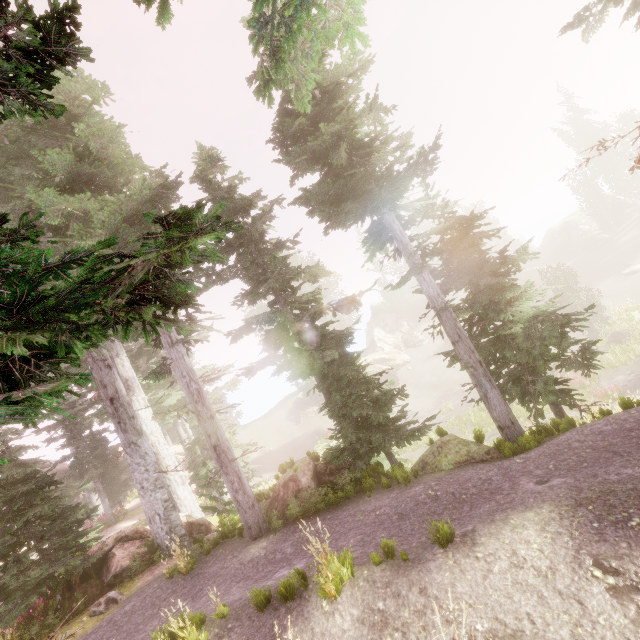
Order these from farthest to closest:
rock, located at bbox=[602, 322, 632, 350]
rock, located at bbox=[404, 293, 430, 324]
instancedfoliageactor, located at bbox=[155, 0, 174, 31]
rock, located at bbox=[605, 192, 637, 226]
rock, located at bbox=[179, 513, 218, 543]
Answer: rock, located at bbox=[404, 293, 430, 324] → rock, located at bbox=[605, 192, 637, 226] → rock, located at bbox=[602, 322, 632, 350] → rock, located at bbox=[179, 513, 218, 543] → instancedfoliageactor, located at bbox=[155, 0, 174, 31]

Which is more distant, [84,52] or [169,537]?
[169,537]

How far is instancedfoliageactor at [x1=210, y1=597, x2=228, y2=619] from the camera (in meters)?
5.90

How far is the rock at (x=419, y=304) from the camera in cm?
5522

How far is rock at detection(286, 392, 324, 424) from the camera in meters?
38.8

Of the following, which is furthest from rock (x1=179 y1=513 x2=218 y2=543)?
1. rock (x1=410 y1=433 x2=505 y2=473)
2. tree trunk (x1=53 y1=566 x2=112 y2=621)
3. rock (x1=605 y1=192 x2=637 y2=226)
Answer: rock (x1=605 y1=192 x2=637 y2=226)

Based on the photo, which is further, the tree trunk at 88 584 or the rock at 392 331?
the rock at 392 331
